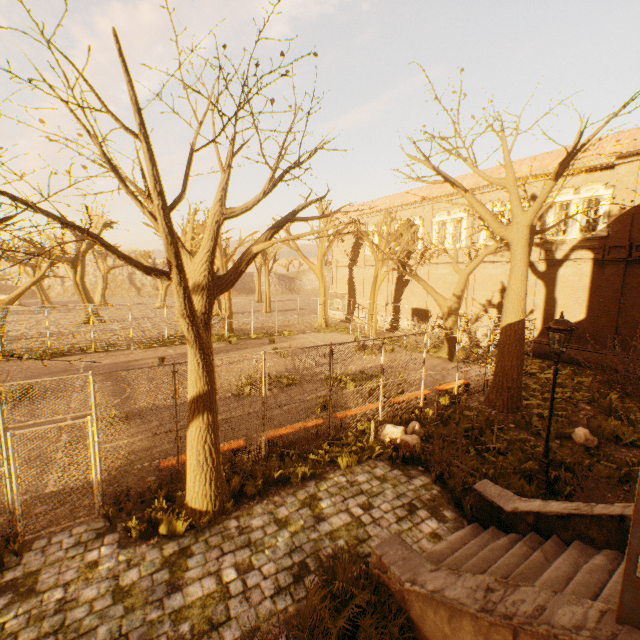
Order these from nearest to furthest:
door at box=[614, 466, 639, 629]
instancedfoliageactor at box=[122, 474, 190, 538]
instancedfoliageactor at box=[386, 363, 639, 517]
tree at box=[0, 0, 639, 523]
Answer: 1. door at box=[614, 466, 639, 629]
2. tree at box=[0, 0, 639, 523]
3. instancedfoliageactor at box=[122, 474, 190, 538]
4. instancedfoliageactor at box=[386, 363, 639, 517]

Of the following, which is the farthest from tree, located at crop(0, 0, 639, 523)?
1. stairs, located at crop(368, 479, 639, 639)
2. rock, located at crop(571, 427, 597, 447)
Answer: stairs, located at crop(368, 479, 639, 639)

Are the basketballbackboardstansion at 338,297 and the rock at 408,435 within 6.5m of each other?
no

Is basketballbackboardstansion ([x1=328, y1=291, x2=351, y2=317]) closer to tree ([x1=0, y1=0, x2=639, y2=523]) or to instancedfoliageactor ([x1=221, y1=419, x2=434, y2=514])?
tree ([x1=0, y1=0, x2=639, y2=523])

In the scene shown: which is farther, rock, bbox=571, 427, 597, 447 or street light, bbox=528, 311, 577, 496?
rock, bbox=571, 427, 597, 447

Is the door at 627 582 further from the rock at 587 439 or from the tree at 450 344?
the rock at 587 439

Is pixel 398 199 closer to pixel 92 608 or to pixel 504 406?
pixel 504 406

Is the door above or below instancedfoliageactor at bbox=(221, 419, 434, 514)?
above
